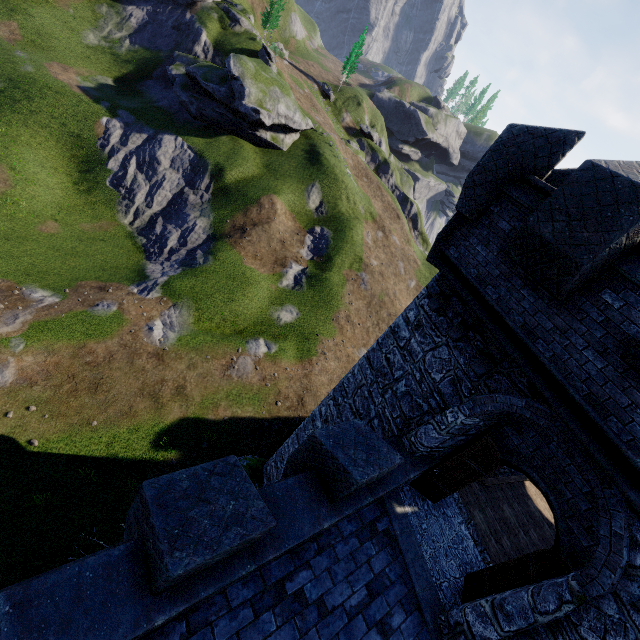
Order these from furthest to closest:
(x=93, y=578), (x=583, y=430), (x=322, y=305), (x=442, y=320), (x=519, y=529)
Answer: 1. (x=322, y=305)
2. (x=519, y=529)
3. (x=442, y=320)
4. (x=583, y=430)
5. (x=93, y=578)

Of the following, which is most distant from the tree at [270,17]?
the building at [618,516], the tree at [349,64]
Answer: the building at [618,516]

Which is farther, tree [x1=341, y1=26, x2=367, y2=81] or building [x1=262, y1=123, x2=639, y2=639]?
tree [x1=341, y1=26, x2=367, y2=81]

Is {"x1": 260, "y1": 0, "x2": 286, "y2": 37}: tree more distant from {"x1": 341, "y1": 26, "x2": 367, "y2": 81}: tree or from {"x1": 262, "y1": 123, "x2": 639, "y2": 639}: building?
{"x1": 262, "y1": 123, "x2": 639, "y2": 639}: building

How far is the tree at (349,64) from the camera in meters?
56.6 m

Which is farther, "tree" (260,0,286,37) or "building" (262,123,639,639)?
"tree" (260,0,286,37)
